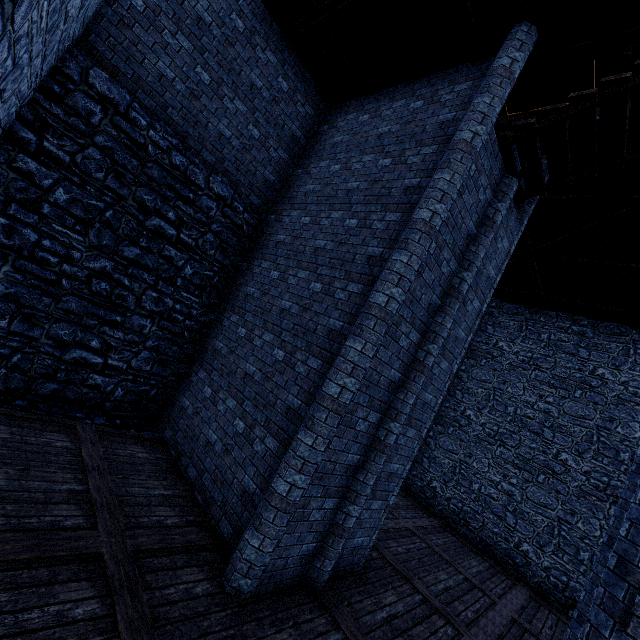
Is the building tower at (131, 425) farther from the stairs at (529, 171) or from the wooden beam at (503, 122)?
the stairs at (529, 171)

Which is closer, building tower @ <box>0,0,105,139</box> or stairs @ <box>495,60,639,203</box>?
building tower @ <box>0,0,105,139</box>

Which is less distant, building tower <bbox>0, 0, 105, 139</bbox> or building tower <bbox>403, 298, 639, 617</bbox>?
building tower <bbox>0, 0, 105, 139</bbox>

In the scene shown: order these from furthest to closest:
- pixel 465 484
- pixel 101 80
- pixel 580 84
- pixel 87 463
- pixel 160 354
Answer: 1. pixel 465 484
2. pixel 580 84
3. pixel 160 354
4. pixel 101 80
5. pixel 87 463

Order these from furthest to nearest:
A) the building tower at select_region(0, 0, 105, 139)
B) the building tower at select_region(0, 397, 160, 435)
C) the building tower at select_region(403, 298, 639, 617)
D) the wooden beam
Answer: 1. the wooden beam
2. the building tower at select_region(403, 298, 639, 617)
3. the building tower at select_region(0, 397, 160, 435)
4. the building tower at select_region(0, 0, 105, 139)

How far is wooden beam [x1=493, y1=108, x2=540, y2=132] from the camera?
12.5m

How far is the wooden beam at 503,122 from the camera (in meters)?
12.48
